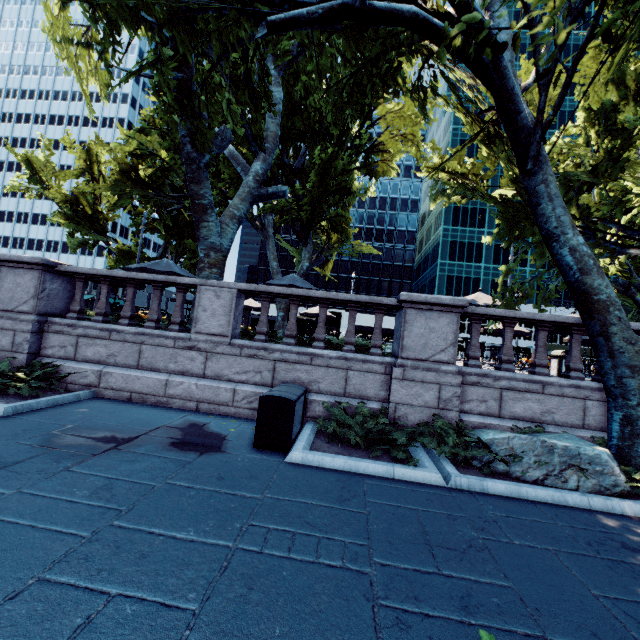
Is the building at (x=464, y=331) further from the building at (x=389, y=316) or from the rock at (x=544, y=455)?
the rock at (x=544, y=455)

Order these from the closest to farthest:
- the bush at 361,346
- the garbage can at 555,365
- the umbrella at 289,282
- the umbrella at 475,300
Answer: the bush at 361,346
the garbage can at 555,365
the umbrella at 475,300
the umbrella at 289,282

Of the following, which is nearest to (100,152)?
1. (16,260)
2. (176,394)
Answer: (16,260)

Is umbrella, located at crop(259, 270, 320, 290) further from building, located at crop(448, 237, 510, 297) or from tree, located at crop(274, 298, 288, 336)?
building, located at crop(448, 237, 510, 297)

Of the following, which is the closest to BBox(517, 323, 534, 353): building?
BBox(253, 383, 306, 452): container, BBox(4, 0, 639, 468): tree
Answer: BBox(4, 0, 639, 468): tree

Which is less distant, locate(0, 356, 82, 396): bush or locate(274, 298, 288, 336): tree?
locate(0, 356, 82, 396): bush

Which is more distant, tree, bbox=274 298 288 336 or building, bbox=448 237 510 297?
building, bbox=448 237 510 297

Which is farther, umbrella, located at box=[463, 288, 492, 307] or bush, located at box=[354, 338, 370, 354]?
umbrella, located at box=[463, 288, 492, 307]
